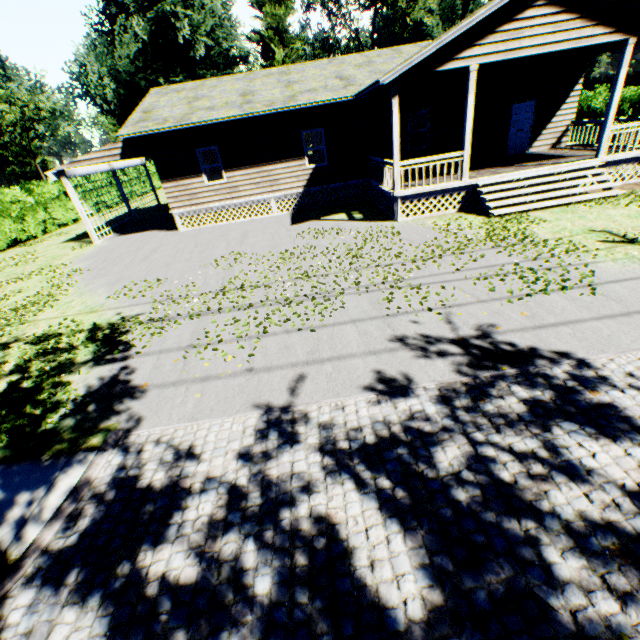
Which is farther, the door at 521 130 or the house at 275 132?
the door at 521 130

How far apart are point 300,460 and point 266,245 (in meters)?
9.66

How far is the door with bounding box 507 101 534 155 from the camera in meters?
15.1

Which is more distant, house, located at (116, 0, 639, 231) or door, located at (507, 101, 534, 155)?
door, located at (507, 101, 534, 155)

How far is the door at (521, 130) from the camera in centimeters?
1512cm
